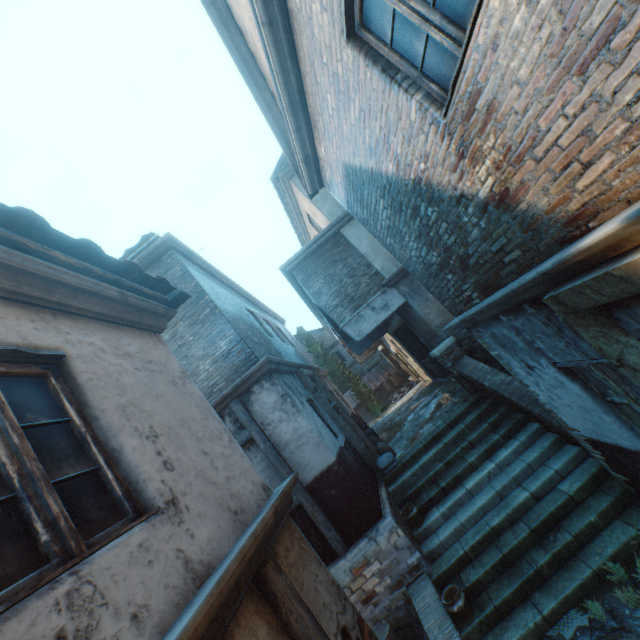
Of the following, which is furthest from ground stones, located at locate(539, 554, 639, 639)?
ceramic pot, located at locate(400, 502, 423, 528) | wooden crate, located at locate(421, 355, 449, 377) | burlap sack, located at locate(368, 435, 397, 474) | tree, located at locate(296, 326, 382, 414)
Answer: wooden crate, located at locate(421, 355, 449, 377)

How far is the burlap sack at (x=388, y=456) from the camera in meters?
8.5 m

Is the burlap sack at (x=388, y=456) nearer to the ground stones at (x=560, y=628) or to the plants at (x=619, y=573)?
the ground stones at (x=560, y=628)

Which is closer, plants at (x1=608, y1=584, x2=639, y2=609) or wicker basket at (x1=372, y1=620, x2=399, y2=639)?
plants at (x1=608, y1=584, x2=639, y2=609)

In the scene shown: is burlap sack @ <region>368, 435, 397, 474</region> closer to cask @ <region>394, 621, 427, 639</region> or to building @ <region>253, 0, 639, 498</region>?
building @ <region>253, 0, 639, 498</region>

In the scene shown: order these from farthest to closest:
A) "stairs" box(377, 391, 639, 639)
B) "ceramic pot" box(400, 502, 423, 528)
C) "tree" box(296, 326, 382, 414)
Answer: "tree" box(296, 326, 382, 414), "ceramic pot" box(400, 502, 423, 528), "stairs" box(377, 391, 639, 639)

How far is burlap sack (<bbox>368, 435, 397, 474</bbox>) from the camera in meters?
8.5 m

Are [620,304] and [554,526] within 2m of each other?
no
